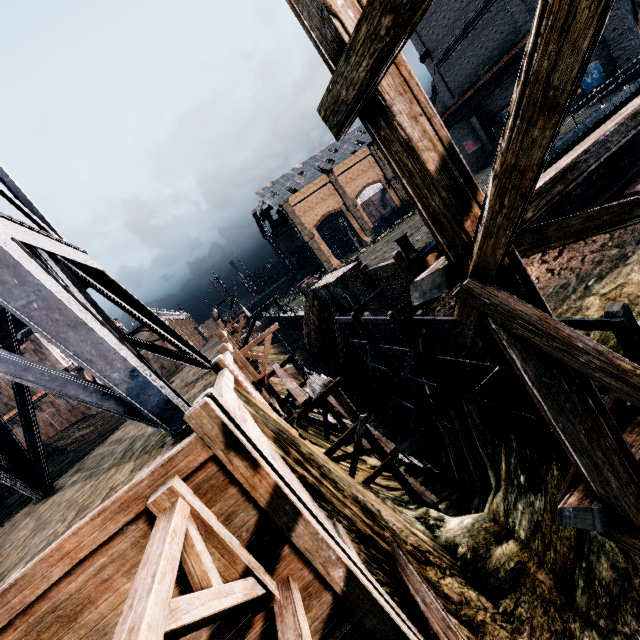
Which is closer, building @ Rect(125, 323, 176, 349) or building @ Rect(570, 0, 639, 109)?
building @ Rect(570, 0, 639, 109)

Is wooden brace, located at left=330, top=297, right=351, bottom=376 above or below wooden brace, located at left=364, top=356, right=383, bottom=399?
above

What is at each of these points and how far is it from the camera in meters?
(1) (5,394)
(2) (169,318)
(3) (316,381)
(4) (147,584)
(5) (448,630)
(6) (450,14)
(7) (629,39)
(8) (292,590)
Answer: (1) building, 42.8
(2) building, 57.6
(3) wood pile, 16.0
(4) pulley, 2.9
(5) wooden scaffolding, 6.6
(6) building, 31.0
(7) building, 22.8
(8) wooden scaffolding, 5.0

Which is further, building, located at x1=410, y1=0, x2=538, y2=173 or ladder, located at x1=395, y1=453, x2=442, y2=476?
building, located at x1=410, y1=0, x2=538, y2=173

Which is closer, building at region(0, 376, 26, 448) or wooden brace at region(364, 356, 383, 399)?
wooden brace at region(364, 356, 383, 399)

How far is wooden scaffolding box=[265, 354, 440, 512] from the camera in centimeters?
1189cm

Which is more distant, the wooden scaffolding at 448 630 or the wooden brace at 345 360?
the wooden brace at 345 360

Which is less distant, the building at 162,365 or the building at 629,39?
the building at 629,39
